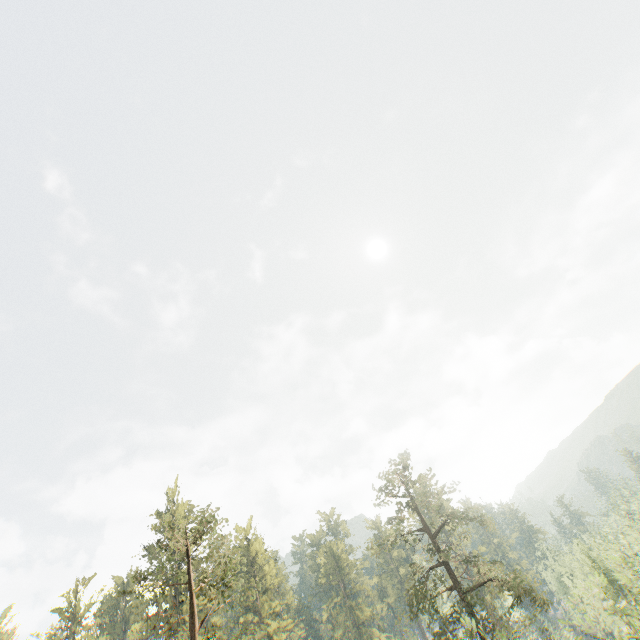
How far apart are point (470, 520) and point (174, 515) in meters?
23.7

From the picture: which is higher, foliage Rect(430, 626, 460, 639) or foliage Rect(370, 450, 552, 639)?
foliage Rect(430, 626, 460, 639)

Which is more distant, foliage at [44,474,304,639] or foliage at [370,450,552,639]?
foliage at [370,450,552,639]

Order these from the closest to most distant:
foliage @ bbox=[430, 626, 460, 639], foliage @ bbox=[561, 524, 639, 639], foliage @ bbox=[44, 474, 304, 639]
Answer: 1. foliage @ bbox=[561, 524, 639, 639]
2. foliage @ bbox=[44, 474, 304, 639]
3. foliage @ bbox=[430, 626, 460, 639]

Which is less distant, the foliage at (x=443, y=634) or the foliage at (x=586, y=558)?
the foliage at (x=586, y=558)
